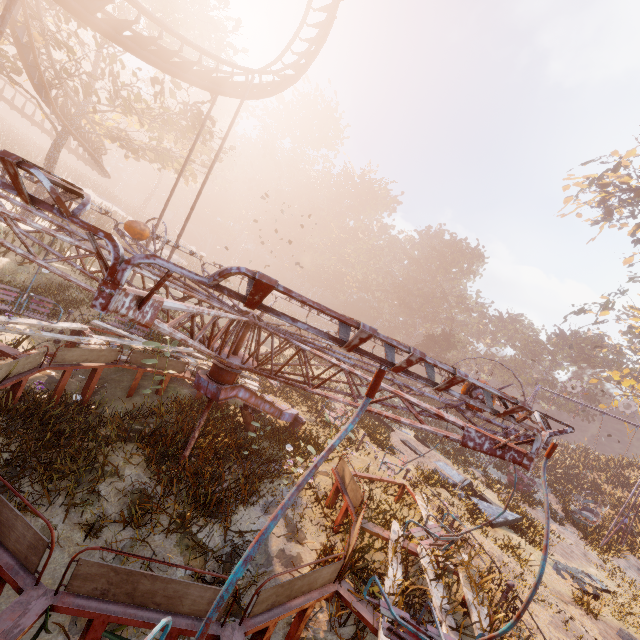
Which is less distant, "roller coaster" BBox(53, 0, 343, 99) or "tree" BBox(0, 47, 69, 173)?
"roller coaster" BBox(53, 0, 343, 99)

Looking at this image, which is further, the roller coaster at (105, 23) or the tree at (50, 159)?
the tree at (50, 159)

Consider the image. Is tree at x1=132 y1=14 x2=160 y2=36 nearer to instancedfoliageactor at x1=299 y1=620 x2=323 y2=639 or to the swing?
instancedfoliageactor at x1=299 y1=620 x2=323 y2=639

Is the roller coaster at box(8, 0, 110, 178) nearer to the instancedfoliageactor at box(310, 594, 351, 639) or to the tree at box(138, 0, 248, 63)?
the tree at box(138, 0, 248, 63)

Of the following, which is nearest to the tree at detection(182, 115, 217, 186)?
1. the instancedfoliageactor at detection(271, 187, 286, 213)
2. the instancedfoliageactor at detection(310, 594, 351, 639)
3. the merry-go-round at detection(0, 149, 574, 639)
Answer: the merry-go-round at detection(0, 149, 574, 639)

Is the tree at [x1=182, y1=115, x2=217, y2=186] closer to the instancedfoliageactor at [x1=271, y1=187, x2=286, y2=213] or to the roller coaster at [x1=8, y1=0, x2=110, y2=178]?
the roller coaster at [x1=8, y1=0, x2=110, y2=178]

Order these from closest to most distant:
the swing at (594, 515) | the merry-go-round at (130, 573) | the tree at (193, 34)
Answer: the merry-go-round at (130, 573) < the swing at (594, 515) < the tree at (193, 34)

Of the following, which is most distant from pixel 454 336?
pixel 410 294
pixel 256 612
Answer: pixel 256 612
